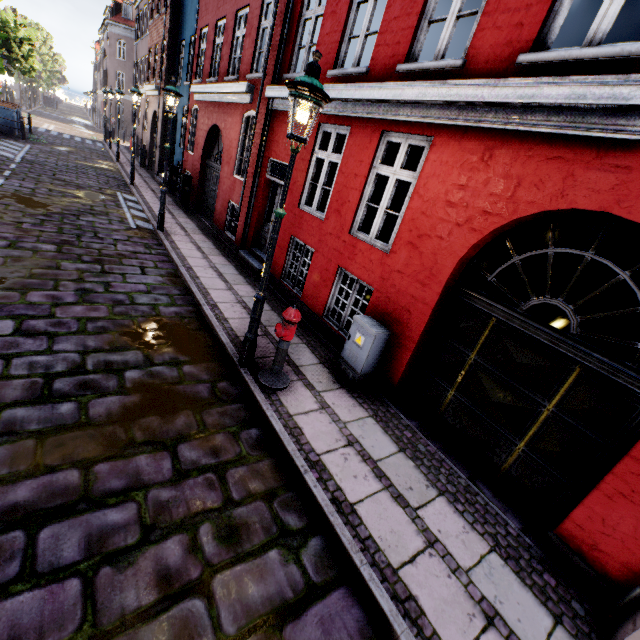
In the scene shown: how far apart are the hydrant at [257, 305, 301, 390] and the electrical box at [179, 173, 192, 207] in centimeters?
1145cm

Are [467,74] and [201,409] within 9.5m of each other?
yes

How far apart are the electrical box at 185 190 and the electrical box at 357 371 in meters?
11.6

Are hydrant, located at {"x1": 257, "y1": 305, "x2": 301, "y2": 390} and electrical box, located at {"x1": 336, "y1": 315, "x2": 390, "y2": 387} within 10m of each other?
yes

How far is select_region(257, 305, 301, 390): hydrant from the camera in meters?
4.3 m

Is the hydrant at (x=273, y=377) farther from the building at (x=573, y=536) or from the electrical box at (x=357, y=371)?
the building at (x=573, y=536)

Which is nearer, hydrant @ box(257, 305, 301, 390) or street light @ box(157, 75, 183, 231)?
hydrant @ box(257, 305, 301, 390)

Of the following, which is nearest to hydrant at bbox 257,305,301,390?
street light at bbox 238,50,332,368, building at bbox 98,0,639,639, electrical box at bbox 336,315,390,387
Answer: street light at bbox 238,50,332,368
